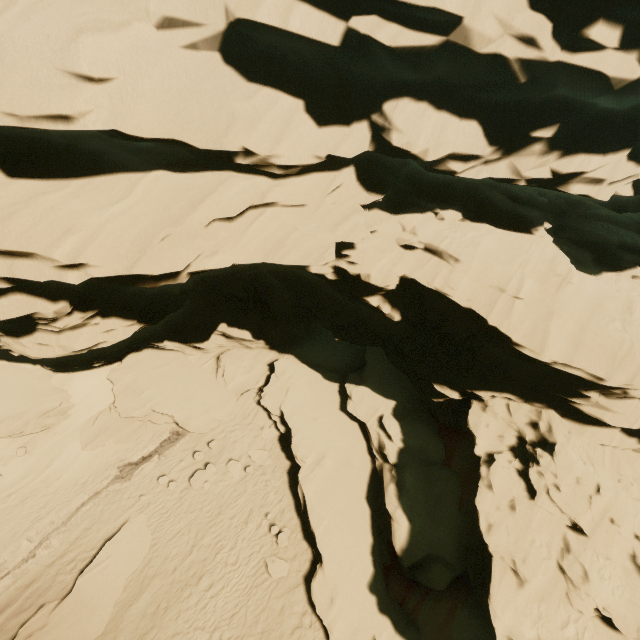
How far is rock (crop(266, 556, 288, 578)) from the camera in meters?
12.5 m

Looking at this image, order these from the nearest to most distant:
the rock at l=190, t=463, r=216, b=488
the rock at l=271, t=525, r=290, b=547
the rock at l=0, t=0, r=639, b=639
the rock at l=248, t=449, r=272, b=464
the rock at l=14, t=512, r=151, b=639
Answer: the rock at l=0, t=0, r=639, b=639
the rock at l=14, t=512, r=151, b=639
the rock at l=271, t=525, r=290, b=547
the rock at l=190, t=463, r=216, b=488
the rock at l=248, t=449, r=272, b=464

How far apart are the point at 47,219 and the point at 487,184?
14.33m

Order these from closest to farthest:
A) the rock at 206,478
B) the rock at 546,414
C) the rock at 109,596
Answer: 1. the rock at 546,414
2. the rock at 109,596
3. the rock at 206,478

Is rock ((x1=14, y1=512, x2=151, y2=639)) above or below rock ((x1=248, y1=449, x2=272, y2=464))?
below

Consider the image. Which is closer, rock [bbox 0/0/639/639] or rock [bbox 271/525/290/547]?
rock [bbox 0/0/639/639]

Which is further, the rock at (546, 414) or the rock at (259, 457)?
the rock at (259, 457)
